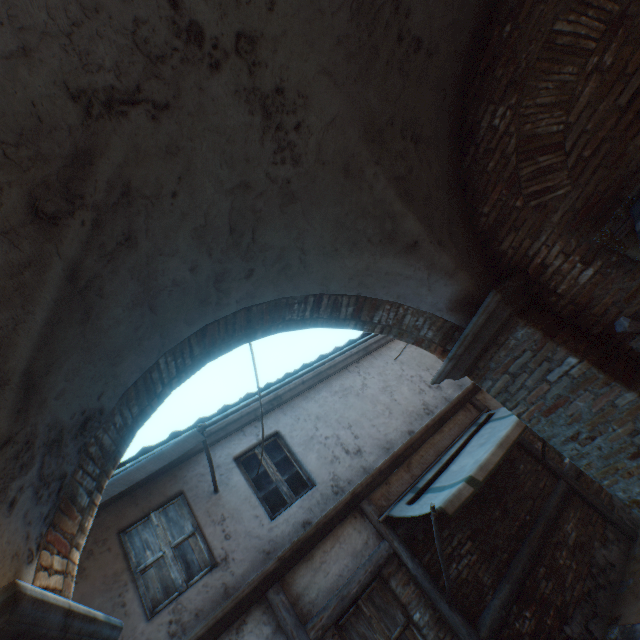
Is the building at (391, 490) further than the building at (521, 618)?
No

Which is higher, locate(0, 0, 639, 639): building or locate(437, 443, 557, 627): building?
locate(0, 0, 639, 639): building

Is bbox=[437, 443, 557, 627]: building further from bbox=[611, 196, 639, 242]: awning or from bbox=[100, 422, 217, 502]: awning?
bbox=[611, 196, 639, 242]: awning

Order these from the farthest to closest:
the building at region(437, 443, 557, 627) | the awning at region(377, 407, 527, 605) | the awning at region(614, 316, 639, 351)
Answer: the building at region(437, 443, 557, 627)
the awning at region(377, 407, 527, 605)
the awning at region(614, 316, 639, 351)

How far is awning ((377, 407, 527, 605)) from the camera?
4.7 meters

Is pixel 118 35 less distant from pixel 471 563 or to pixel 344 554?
pixel 344 554

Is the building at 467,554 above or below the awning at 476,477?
below

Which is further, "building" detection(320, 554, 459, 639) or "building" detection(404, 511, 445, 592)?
"building" detection(404, 511, 445, 592)
